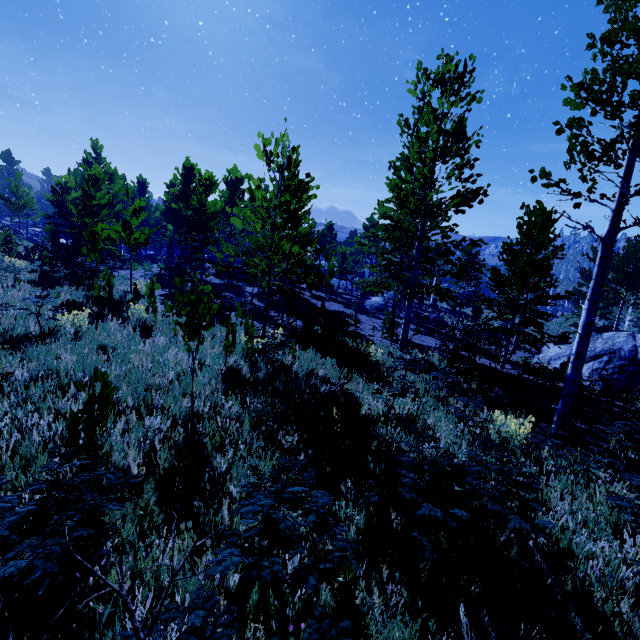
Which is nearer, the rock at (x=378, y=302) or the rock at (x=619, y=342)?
the rock at (x=619, y=342)

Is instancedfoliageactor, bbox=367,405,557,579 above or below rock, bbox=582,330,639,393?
above

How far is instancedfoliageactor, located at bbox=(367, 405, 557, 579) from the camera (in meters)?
2.64

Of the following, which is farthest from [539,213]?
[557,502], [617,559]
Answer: [617,559]

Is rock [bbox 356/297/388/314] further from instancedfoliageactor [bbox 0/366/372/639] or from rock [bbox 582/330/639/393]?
rock [bbox 582/330/639/393]

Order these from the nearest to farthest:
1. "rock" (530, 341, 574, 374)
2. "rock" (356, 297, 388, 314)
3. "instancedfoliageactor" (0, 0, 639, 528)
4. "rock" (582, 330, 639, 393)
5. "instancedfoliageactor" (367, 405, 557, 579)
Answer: "instancedfoliageactor" (367, 405, 557, 579) < "instancedfoliageactor" (0, 0, 639, 528) < "rock" (582, 330, 639, 393) < "rock" (530, 341, 574, 374) < "rock" (356, 297, 388, 314)

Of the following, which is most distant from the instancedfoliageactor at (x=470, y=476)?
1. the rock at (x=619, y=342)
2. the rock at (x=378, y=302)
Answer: the rock at (x=619, y=342)
